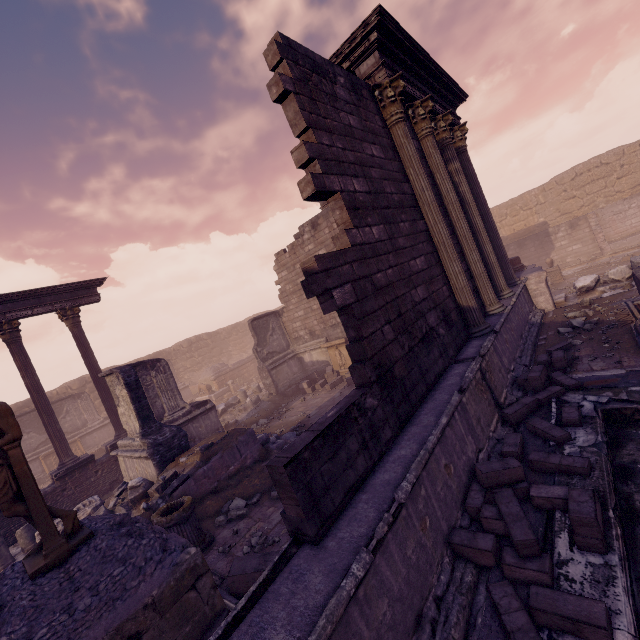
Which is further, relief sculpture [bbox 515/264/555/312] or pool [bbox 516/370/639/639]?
relief sculpture [bbox 515/264/555/312]

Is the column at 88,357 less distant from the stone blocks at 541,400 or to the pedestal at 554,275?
the stone blocks at 541,400

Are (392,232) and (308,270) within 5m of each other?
yes

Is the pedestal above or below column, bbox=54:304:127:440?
below

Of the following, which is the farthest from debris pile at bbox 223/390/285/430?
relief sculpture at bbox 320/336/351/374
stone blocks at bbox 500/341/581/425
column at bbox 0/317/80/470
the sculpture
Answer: stone blocks at bbox 500/341/581/425

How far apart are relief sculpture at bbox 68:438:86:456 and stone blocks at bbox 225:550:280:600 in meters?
18.3 m

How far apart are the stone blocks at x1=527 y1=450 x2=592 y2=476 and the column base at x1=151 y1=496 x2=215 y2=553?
5.5 meters

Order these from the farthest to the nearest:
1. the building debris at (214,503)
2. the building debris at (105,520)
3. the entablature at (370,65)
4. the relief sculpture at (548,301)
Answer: the relief sculpture at (548,301)
the building debris at (214,503)
the entablature at (370,65)
the building debris at (105,520)
